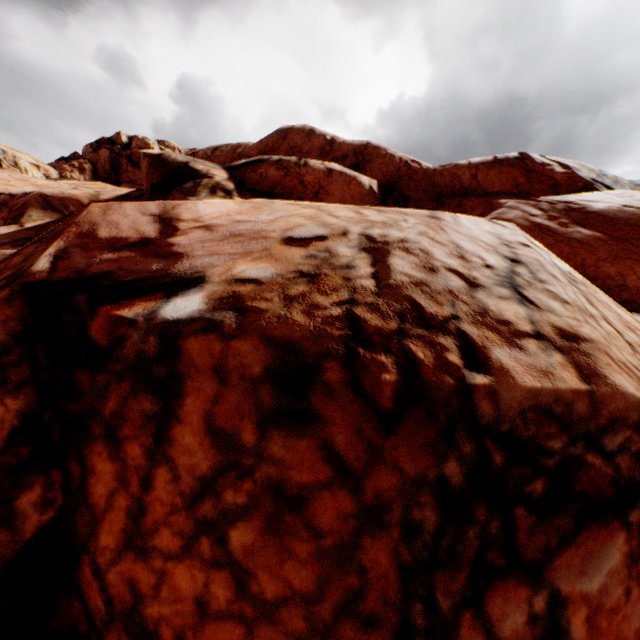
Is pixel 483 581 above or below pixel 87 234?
below
